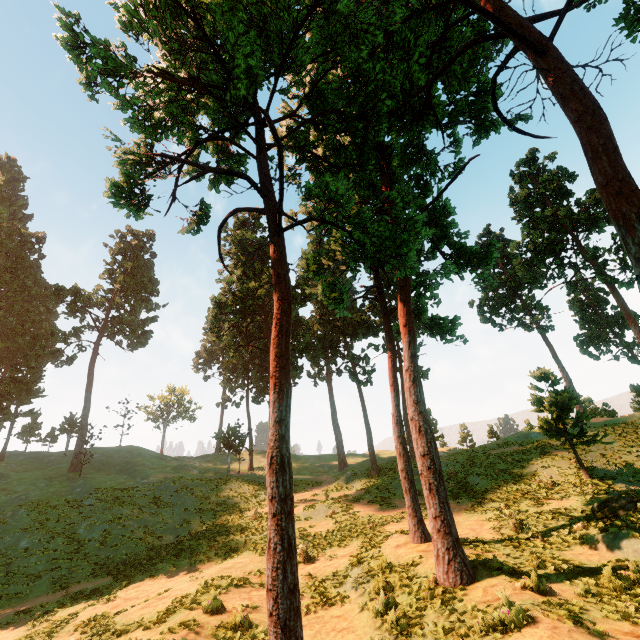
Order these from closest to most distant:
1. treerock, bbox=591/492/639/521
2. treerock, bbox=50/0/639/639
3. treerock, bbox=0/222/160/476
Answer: treerock, bbox=50/0/639/639, treerock, bbox=591/492/639/521, treerock, bbox=0/222/160/476

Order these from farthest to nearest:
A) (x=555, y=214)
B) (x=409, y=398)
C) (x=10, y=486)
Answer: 1. (x=555, y=214)
2. (x=10, y=486)
3. (x=409, y=398)

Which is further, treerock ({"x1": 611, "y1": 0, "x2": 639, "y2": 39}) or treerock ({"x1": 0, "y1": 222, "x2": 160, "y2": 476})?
treerock ({"x1": 0, "y1": 222, "x2": 160, "y2": 476})

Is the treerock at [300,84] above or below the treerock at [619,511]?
above

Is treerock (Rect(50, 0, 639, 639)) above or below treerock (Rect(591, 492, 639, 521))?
above
